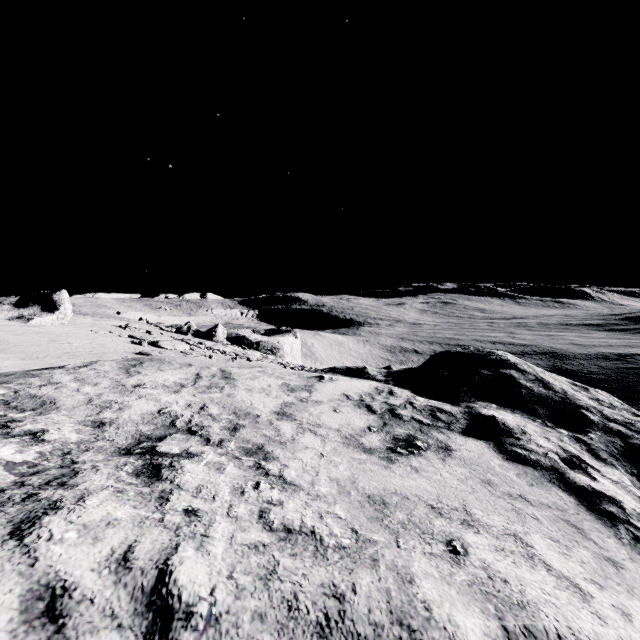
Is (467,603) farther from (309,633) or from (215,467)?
(215,467)

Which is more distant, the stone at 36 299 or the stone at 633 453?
the stone at 36 299

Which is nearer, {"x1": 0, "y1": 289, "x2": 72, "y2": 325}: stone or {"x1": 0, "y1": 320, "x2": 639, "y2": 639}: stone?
{"x1": 0, "y1": 320, "x2": 639, "y2": 639}: stone

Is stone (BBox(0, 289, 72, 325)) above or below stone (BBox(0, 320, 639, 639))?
above

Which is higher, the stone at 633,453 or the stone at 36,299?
the stone at 36,299
